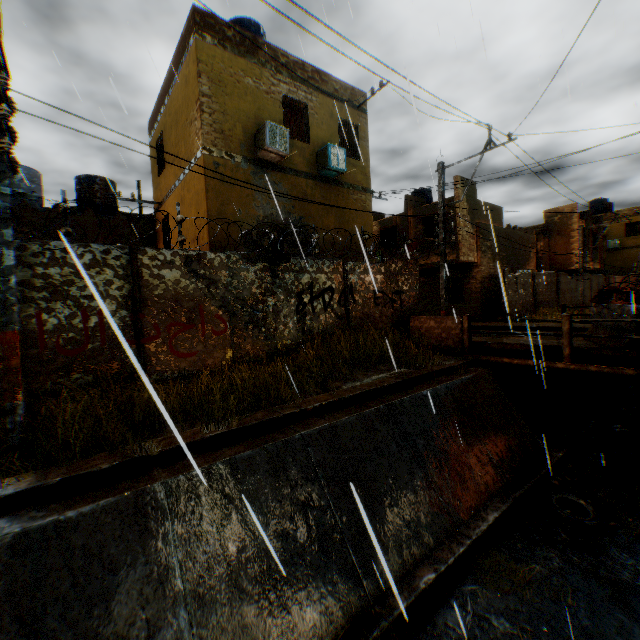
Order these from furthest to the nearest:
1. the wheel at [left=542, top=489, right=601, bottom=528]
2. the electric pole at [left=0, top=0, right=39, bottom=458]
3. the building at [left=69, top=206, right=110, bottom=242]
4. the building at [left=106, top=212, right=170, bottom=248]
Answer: the building at [left=106, top=212, right=170, bottom=248], the building at [left=69, top=206, right=110, bottom=242], the wheel at [left=542, top=489, right=601, bottom=528], the electric pole at [left=0, top=0, right=39, bottom=458]

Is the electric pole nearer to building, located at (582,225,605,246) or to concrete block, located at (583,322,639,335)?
building, located at (582,225,605,246)

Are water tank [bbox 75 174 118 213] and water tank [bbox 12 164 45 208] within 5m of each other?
yes

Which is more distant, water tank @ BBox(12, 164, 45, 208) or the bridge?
water tank @ BBox(12, 164, 45, 208)

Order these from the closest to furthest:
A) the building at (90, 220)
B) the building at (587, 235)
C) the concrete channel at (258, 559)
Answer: the concrete channel at (258, 559) < the building at (90, 220) < the building at (587, 235)

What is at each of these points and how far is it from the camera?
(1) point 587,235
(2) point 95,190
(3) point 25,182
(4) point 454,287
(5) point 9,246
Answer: (1) building, 26.81m
(2) water tank, 14.70m
(3) water tank, 13.32m
(4) shutter, 20.97m
(5) electric pole, 4.38m

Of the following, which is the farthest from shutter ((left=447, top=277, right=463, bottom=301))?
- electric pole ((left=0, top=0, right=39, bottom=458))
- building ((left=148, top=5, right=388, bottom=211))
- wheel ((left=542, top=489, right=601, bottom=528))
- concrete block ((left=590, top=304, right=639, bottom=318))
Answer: electric pole ((left=0, top=0, right=39, bottom=458))

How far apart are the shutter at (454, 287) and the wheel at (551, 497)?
14.96m
